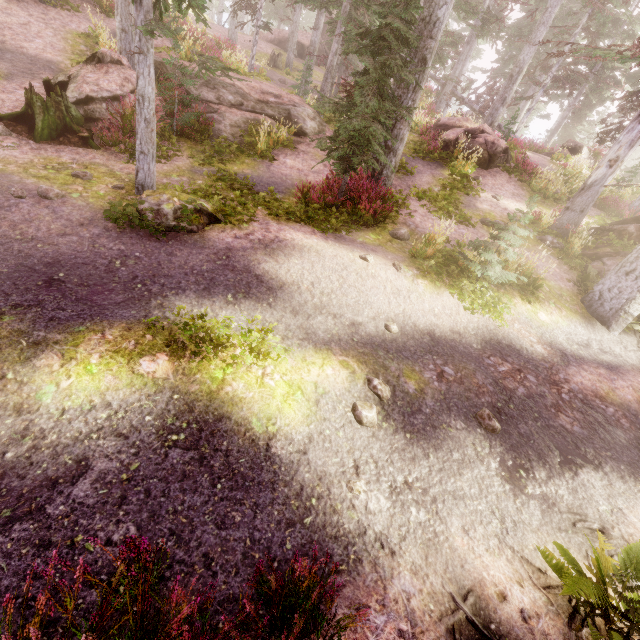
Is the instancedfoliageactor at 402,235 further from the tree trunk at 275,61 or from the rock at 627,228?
the tree trunk at 275,61

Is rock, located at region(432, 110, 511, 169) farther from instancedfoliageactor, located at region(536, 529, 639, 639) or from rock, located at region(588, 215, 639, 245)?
rock, located at region(588, 215, 639, 245)

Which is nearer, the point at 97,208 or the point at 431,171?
the point at 97,208

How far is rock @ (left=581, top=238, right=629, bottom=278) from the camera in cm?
1127

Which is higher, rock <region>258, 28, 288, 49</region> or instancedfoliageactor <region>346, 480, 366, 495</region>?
rock <region>258, 28, 288, 49</region>

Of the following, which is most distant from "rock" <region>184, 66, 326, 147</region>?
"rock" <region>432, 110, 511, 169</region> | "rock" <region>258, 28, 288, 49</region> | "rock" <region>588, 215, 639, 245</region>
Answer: "rock" <region>258, 28, 288, 49</region>

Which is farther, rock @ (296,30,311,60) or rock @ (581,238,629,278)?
rock @ (296,30,311,60)
